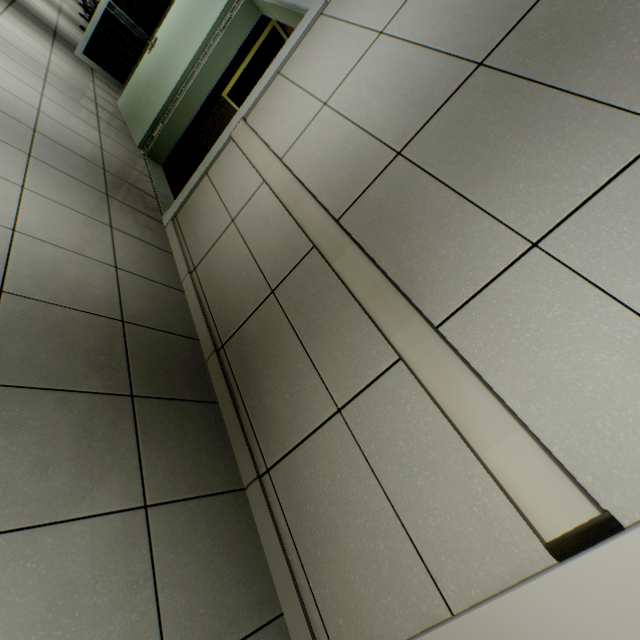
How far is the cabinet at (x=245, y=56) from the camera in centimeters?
389cm

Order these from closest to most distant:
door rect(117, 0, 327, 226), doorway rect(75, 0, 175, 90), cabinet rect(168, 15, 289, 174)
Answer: door rect(117, 0, 327, 226), cabinet rect(168, 15, 289, 174), doorway rect(75, 0, 175, 90)

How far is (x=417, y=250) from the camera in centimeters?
138cm

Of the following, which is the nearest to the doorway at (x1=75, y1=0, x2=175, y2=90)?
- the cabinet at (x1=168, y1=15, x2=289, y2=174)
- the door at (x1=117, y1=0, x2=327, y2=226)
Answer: the door at (x1=117, y1=0, x2=327, y2=226)

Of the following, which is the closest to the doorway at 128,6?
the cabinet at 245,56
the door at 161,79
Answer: the door at 161,79

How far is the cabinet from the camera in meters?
3.9
